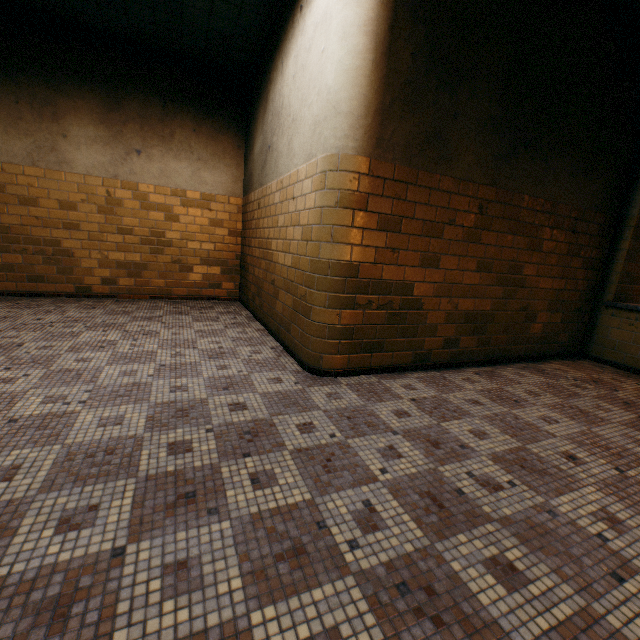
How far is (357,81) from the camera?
2.5m
